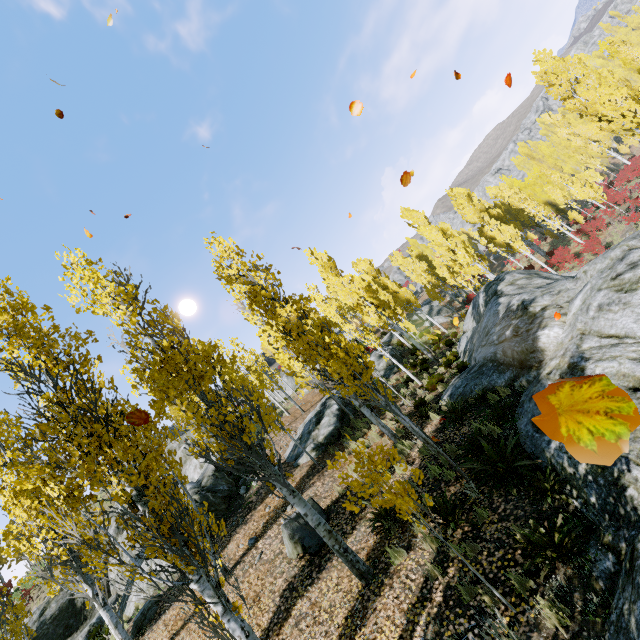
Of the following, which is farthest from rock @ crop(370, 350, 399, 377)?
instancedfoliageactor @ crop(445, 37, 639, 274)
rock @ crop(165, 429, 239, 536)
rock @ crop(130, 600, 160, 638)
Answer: rock @ crop(130, 600, 160, 638)

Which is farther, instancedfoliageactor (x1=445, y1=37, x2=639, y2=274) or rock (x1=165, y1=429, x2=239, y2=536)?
instancedfoliageactor (x1=445, y1=37, x2=639, y2=274)

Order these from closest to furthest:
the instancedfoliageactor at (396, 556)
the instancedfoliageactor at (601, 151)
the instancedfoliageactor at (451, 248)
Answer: the instancedfoliageactor at (396, 556) < the instancedfoliageactor at (601, 151) < the instancedfoliageactor at (451, 248)

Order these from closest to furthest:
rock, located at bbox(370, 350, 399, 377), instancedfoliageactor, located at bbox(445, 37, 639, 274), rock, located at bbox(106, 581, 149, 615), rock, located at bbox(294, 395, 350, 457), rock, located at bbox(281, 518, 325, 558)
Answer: rock, located at bbox(281, 518, 325, 558) → rock, located at bbox(106, 581, 149, 615) → rock, located at bbox(294, 395, 350, 457) → instancedfoliageactor, located at bbox(445, 37, 639, 274) → rock, located at bbox(370, 350, 399, 377)

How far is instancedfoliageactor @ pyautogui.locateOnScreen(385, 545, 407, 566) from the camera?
6.2m

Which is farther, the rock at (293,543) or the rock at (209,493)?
the rock at (209,493)

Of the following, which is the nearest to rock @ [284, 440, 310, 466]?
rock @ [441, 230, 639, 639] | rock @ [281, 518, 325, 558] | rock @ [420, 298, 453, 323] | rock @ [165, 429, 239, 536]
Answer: rock @ [165, 429, 239, 536]

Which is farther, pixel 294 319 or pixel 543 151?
pixel 543 151
